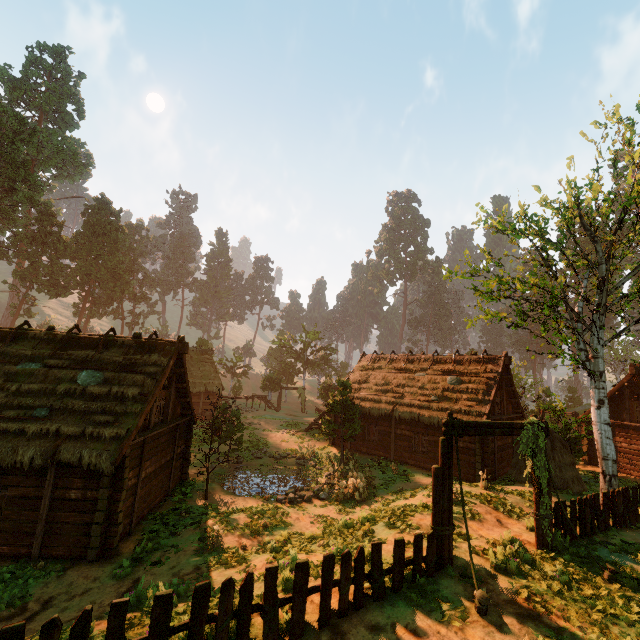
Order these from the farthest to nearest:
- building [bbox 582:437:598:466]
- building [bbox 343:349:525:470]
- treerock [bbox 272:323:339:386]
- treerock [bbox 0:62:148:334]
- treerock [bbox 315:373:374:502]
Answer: treerock [bbox 272:323:339:386] → treerock [bbox 0:62:148:334] → building [bbox 582:437:598:466] → building [bbox 343:349:525:470] → treerock [bbox 315:373:374:502]

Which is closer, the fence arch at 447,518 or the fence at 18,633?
the fence at 18,633

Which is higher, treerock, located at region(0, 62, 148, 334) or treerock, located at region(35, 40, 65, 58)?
treerock, located at region(35, 40, 65, 58)

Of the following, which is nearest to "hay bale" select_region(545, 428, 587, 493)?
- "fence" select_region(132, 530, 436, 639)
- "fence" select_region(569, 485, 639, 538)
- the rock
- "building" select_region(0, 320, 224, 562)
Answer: "building" select_region(0, 320, 224, 562)

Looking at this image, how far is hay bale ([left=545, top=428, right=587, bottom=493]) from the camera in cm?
1638

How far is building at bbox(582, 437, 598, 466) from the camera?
25.6m

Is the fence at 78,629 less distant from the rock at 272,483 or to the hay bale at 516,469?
the rock at 272,483

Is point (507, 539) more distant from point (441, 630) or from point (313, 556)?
point (313, 556)
